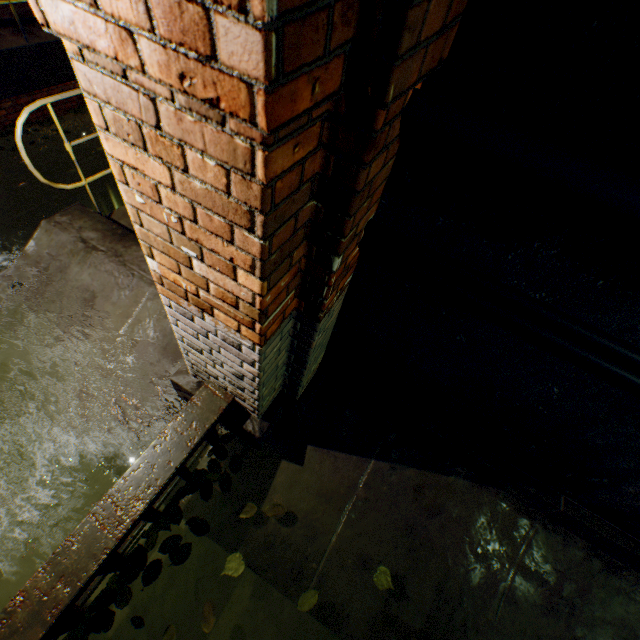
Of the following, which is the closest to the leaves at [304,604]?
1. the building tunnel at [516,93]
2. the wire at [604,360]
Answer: the building tunnel at [516,93]

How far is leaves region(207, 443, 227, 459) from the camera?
2.51m

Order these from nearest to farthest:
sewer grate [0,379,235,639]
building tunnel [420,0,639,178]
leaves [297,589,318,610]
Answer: building tunnel [420,0,639,178], sewer grate [0,379,235,639], leaves [297,589,318,610]

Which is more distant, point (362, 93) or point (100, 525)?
point (100, 525)

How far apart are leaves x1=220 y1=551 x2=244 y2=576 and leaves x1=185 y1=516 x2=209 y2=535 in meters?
0.3

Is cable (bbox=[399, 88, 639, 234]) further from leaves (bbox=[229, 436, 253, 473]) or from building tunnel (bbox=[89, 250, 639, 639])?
leaves (bbox=[229, 436, 253, 473])

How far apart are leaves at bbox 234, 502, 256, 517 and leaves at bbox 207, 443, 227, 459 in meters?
0.2 m

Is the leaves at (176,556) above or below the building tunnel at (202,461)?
above
